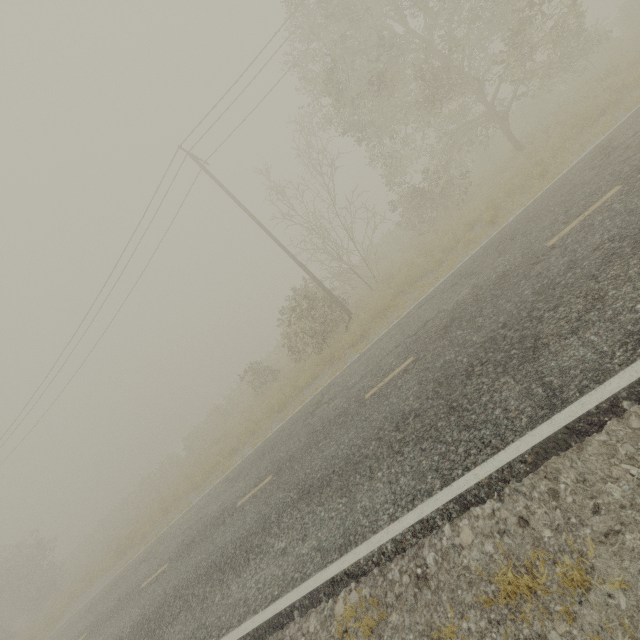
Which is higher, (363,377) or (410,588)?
(363,377)

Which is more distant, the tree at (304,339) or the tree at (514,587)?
the tree at (304,339)

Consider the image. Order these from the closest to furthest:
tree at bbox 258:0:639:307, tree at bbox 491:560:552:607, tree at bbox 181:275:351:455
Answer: tree at bbox 491:560:552:607, tree at bbox 258:0:639:307, tree at bbox 181:275:351:455

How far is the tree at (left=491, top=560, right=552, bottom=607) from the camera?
2.7 meters

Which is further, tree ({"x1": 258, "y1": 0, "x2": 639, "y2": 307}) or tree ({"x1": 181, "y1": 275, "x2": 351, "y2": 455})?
tree ({"x1": 181, "y1": 275, "x2": 351, "y2": 455})
